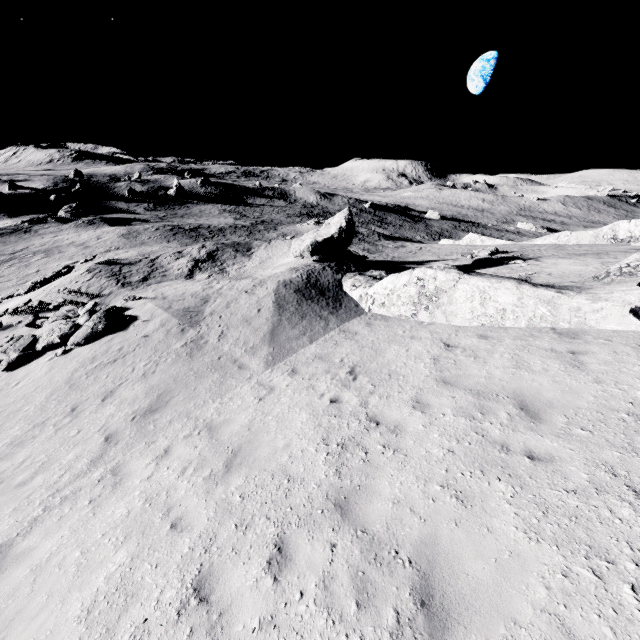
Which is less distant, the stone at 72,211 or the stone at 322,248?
the stone at 322,248

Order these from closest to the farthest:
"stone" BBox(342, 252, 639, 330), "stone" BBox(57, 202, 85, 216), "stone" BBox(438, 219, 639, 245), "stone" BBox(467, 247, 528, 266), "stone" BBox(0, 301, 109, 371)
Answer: "stone" BBox(342, 252, 639, 330) → "stone" BBox(0, 301, 109, 371) → "stone" BBox(467, 247, 528, 266) → "stone" BBox(438, 219, 639, 245) → "stone" BBox(57, 202, 85, 216)

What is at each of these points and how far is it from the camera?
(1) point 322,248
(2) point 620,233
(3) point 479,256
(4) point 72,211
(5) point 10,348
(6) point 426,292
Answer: (1) stone, 19.20m
(2) stone, 27.39m
(3) stone, 26.62m
(4) stone, 52.88m
(5) stone, 13.70m
(6) stone, 12.02m

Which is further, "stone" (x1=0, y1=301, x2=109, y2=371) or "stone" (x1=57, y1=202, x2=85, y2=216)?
"stone" (x1=57, y1=202, x2=85, y2=216)

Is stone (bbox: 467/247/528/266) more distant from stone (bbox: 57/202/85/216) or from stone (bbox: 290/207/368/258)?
stone (bbox: 57/202/85/216)

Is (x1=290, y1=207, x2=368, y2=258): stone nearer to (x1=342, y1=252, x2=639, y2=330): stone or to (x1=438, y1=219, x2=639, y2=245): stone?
(x1=342, y1=252, x2=639, y2=330): stone

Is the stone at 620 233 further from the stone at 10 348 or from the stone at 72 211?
the stone at 72 211

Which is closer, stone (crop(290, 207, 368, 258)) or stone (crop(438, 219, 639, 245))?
stone (crop(290, 207, 368, 258))
